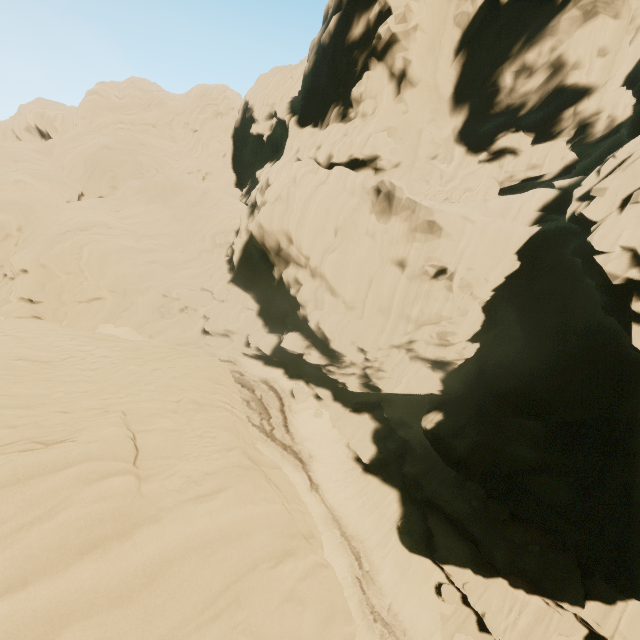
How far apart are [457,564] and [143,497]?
18.7 meters
